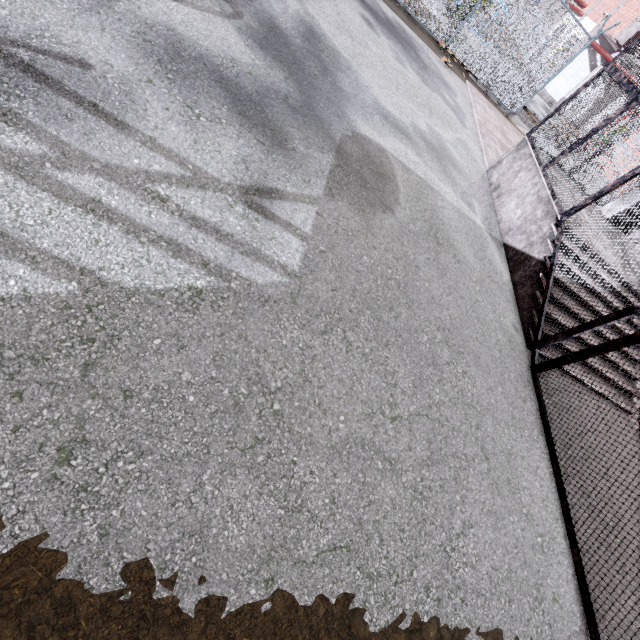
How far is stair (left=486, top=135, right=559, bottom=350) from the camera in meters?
5.1 m

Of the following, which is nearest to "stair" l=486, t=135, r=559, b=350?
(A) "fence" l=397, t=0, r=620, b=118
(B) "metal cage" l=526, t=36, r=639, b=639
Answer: (B) "metal cage" l=526, t=36, r=639, b=639

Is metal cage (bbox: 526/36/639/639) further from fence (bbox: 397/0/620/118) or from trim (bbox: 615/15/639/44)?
trim (bbox: 615/15/639/44)

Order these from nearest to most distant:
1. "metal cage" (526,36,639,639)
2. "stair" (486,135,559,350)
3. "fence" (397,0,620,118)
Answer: "metal cage" (526,36,639,639)
"stair" (486,135,559,350)
"fence" (397,0,620,118)

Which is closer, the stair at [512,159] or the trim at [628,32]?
the stair at [512,159]

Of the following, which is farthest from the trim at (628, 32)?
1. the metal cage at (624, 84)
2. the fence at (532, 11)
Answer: the metal cage at (624, 84)

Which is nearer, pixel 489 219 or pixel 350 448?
pixel 350 448
